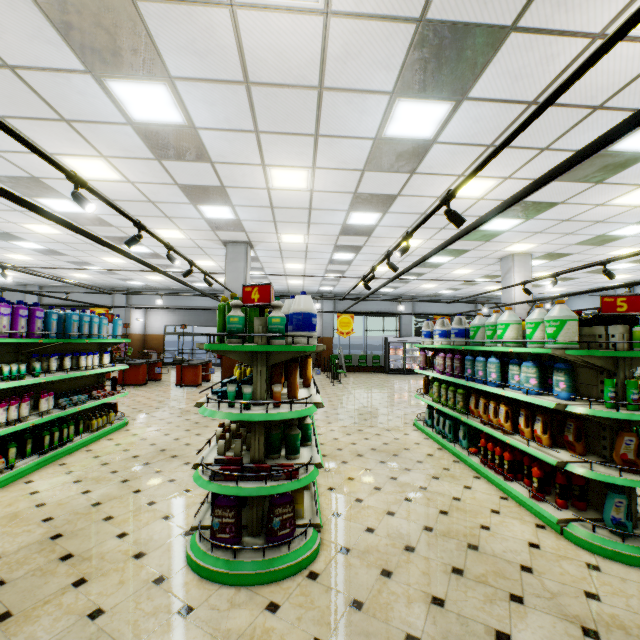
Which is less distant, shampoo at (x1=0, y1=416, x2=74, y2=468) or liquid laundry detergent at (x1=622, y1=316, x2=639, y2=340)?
liquid laundry detergent at (x1=622, y1=316, x2=639, y2=340)

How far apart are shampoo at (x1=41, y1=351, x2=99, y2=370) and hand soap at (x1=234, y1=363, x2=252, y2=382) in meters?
3.5

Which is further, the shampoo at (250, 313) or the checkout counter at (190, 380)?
the checkout counter at (190, 380)

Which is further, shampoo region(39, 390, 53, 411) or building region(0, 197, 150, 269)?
building region(0, 197, 150, 269)

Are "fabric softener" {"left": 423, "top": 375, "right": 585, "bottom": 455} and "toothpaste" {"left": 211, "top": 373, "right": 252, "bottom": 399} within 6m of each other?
yes

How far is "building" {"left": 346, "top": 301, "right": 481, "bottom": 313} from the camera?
20.8 meters

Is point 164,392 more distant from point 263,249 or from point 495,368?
point 495,368

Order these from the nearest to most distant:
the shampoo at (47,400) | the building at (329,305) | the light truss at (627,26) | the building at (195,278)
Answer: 1. the light truss at (627,26)
2. the shampoo at (47,400)
3. the building at (195,278)
4. the building at (329,305)
